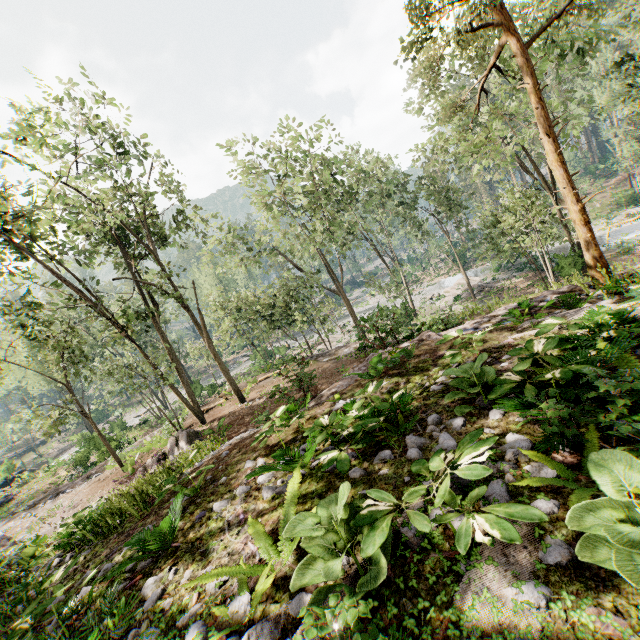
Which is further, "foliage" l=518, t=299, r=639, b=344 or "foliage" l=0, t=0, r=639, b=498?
"foliage" l=0, t=0, r=639, b=498

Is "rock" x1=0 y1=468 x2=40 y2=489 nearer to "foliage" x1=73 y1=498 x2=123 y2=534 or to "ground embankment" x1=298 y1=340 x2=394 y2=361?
"foliage" x1=73 y1=498 x2=123 y2=534

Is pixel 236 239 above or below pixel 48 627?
above

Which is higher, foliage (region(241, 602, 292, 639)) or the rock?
foliage (region(241, 602, 292, 639))

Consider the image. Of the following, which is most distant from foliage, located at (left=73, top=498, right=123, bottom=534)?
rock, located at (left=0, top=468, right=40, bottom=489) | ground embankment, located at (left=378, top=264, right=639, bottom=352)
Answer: ground embankment, located at (left=378, top=264, right=639, bottom=352)

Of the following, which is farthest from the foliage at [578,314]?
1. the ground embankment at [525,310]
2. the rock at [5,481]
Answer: the ground embankment at [525,310]

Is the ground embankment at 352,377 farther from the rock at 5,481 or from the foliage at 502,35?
the rock at 5,481
